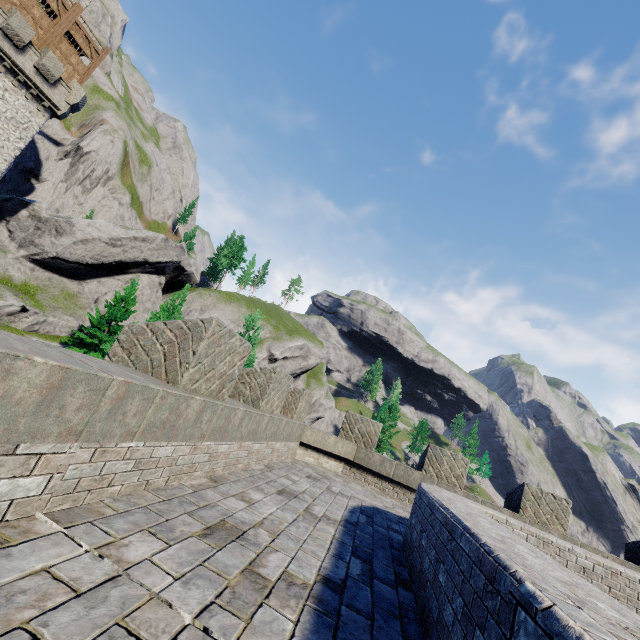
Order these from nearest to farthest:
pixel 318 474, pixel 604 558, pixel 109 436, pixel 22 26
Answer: pixel 109 436, pixel 604 558, pixel 318 474, pixel 22 26

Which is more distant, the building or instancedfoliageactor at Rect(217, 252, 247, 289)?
instancedfoliageactor at Rect(217, 252, 247, 289)

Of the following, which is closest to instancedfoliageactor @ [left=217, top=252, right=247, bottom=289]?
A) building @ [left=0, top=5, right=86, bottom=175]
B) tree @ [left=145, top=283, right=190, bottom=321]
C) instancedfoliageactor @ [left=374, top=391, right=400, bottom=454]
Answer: building @ [left=0, top=5, right=86, bottom=175]

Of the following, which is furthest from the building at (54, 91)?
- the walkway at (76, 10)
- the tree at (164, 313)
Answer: the tree at (164, 313)

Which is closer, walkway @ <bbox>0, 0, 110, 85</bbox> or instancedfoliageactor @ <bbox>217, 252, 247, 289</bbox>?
walkway @ <bbox>0, 0, 110, 85</bbox>

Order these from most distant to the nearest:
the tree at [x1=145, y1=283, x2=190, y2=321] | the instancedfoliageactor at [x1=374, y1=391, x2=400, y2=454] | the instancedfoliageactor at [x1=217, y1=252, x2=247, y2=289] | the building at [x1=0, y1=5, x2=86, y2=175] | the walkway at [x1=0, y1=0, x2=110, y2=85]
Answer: the instancedfoliageactor at [x1=217, y1=252, x2=247, y2=289] → the instancedfoliageactor at [x1=374, y1=391, x2=400, y2=454] → the walkway at [x1=0, y1=0, x2=110, y2=85] → the building at [x1=0, y1=5, x2=86, y2=175] → the tree at [x1=145, y1=283, x2=190, y2=321]

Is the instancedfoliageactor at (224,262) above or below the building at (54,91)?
above

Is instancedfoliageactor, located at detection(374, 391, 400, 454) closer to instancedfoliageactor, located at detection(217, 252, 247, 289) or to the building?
instancedfoliageactor, located at detection(217, 252, 247, 289)
